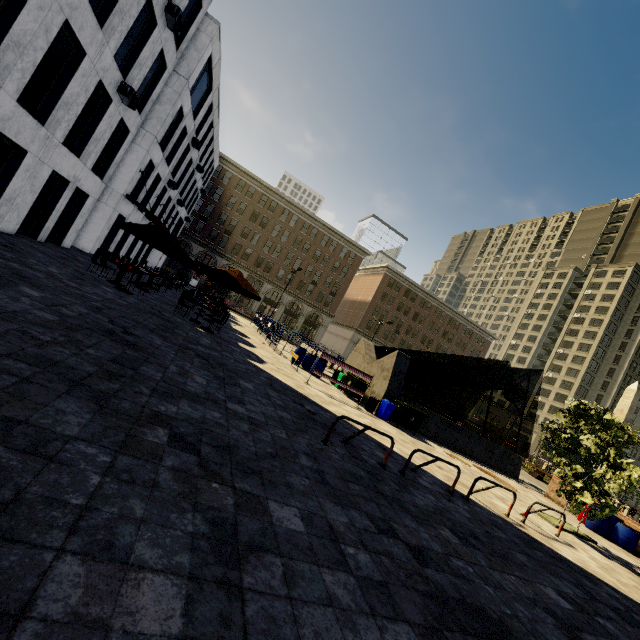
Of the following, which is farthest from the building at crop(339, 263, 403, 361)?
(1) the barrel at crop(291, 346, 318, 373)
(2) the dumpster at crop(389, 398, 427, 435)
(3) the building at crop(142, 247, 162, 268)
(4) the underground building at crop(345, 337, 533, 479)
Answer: (1) the barrel at crop(291, 346, 318, 373)

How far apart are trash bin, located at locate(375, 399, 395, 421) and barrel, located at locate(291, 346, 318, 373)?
5.2 meters

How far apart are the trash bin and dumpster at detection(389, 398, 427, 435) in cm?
9

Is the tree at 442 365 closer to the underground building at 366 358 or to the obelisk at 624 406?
the underground building at 366 358

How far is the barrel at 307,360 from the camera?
17.56m

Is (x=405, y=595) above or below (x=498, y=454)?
below

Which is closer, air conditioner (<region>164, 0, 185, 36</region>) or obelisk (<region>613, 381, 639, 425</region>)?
air conditioner (<region>164, 0, 185, 36</region>)

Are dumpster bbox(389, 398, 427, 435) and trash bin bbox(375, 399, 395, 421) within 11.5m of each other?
yes
